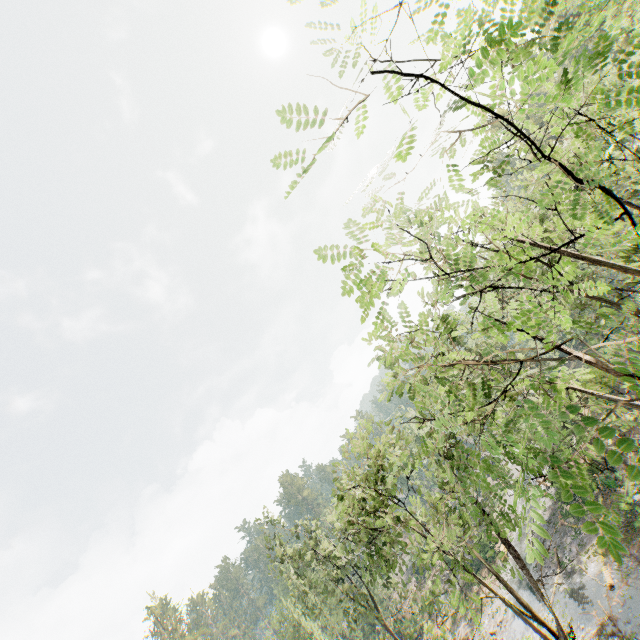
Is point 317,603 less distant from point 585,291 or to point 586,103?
point 585,291
